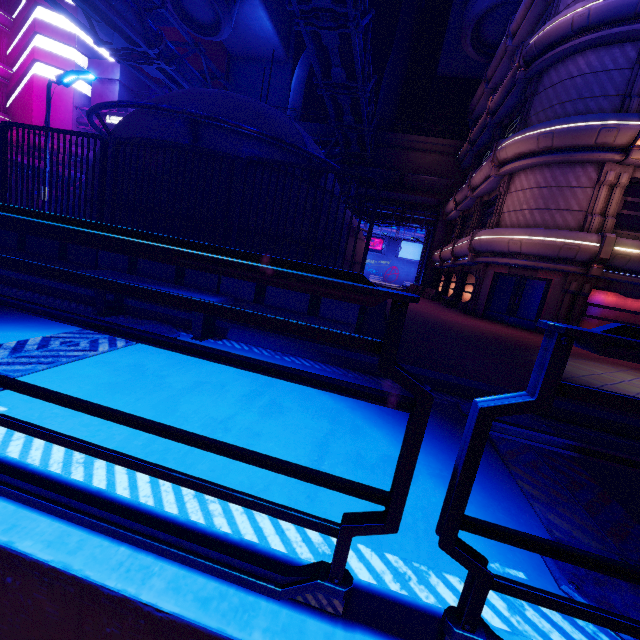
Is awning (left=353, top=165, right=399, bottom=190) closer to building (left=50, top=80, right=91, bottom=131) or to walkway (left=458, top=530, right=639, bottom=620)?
A: building (left=50, top=80, right=91, bottom=131)

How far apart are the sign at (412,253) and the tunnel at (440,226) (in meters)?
16.29

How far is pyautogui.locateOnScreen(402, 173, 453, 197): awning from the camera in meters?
27.4

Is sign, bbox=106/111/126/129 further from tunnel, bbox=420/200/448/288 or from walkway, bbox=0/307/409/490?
tunnel, bbox=420/200/448/288

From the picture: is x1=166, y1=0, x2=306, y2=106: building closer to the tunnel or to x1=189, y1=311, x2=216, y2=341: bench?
the tunnel

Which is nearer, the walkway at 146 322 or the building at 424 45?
the walkway at 146 322

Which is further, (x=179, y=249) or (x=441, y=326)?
(x=441, y=326)

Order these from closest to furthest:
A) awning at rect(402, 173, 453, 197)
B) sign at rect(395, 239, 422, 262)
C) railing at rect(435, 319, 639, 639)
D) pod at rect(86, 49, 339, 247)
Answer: railing at rect(435, 319, 639, 639)
pod at rect(86, 49, 339, 247)
awning at rect(402, 173, 453, 197)
sign at rect(395, 239, 422, 262)
